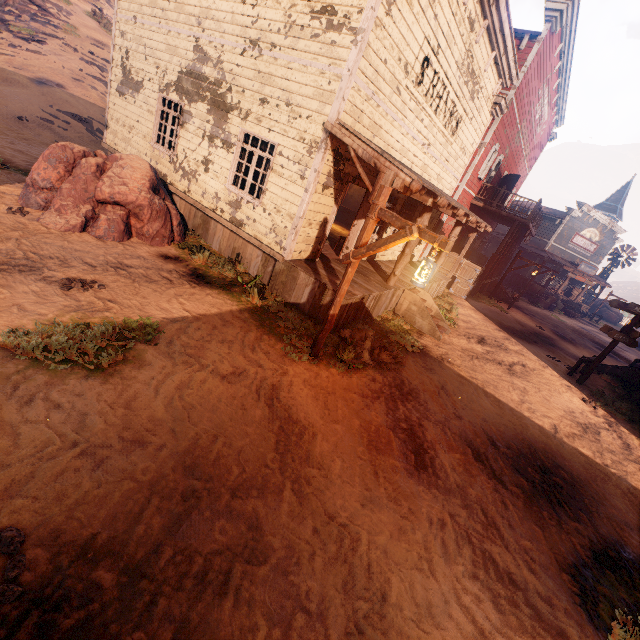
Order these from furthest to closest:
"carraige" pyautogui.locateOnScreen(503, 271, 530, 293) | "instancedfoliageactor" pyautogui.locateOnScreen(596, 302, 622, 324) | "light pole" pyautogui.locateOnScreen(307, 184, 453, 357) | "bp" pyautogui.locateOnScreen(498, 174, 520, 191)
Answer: "instancedfoliageactor" pyautogui.locateOnScreen(596, 302, 622, 324), "carraige" pyautogui.locateOnScreen(503, 271, 530, 293), "bp" pyautogui.locateOnScreen(498, 174, 520, 191), "light pole" pyautogui.locateOnScreen(307, 184, 453, 357)

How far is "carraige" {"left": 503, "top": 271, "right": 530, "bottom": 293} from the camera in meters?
26.1

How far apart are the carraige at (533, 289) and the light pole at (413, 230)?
24.93m

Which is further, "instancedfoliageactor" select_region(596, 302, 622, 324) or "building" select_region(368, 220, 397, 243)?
"instancedfoliageactor" select_region(596, 302, 622, 324)

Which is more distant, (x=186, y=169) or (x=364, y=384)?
(x=186, y=169)

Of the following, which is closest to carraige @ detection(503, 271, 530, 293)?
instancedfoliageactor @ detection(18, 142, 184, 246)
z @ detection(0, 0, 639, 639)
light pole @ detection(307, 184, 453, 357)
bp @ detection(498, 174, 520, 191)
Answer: z @ detection(0, 0, 639, 639)

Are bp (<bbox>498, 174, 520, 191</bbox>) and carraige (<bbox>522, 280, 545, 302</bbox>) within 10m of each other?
yes

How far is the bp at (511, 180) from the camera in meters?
19.5 m
